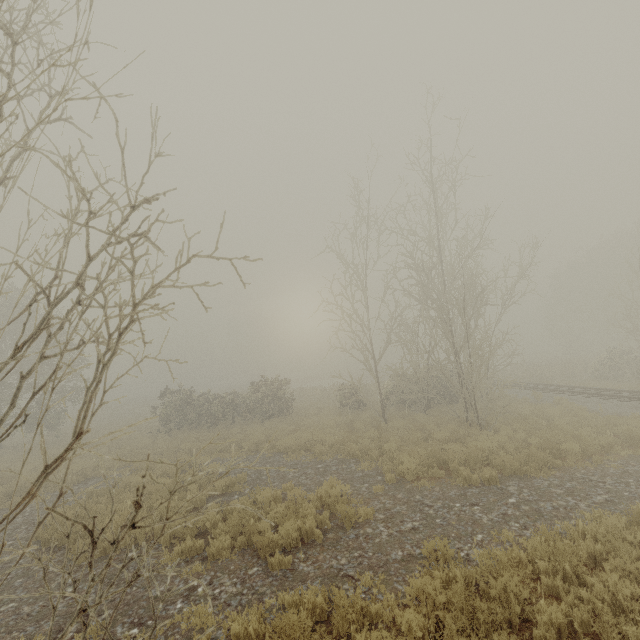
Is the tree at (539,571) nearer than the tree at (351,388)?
No

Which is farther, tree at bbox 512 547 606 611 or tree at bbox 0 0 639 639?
tree at bbox 512 547 606 611

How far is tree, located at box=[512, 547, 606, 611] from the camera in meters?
4.9

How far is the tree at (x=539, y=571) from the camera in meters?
4.9 m

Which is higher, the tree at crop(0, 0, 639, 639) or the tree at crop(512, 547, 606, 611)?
the tree at crop(0, 0, 639, 639)

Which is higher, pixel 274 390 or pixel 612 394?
pixel 274 390
